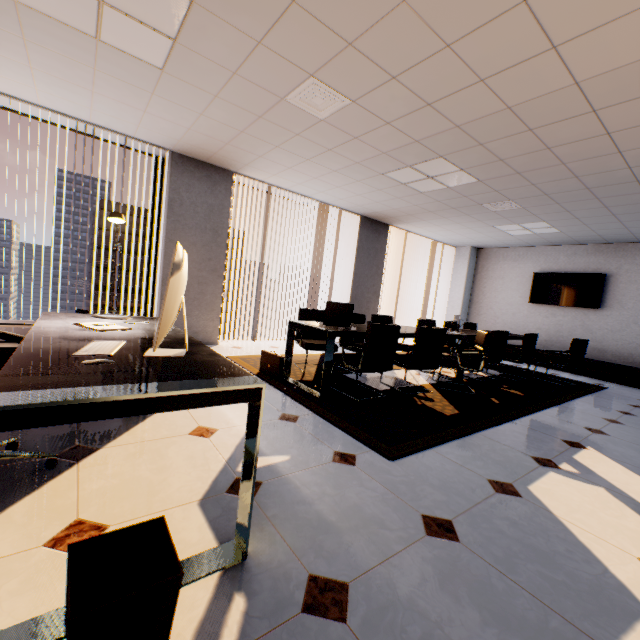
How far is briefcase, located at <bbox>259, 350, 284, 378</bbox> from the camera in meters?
4.0

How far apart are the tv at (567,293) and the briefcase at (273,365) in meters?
7.4

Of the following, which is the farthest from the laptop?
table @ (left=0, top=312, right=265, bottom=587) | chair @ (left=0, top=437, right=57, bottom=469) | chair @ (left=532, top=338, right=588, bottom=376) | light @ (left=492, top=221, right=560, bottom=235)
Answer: light @ (left=492, top=221, right=560, bottom=235)

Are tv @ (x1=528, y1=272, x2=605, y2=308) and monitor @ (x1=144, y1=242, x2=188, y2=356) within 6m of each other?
no

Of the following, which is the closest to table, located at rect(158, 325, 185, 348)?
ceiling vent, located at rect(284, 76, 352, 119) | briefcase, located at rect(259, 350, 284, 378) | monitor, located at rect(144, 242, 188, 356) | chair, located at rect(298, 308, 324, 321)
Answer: monitor, located at rect(144, 242, 188, 356)

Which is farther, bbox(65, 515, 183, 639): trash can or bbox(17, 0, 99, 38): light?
bbox(17, 0, 99, 38): light

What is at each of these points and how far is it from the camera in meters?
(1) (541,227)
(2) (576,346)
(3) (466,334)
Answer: (1) light, 6.6
(2) chair, 5.6
(3) table, 5.2

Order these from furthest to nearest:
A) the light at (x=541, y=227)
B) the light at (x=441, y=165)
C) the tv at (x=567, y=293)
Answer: the tv at (x=567, y=293) < the light at (x=541, y=227) < the light at (x=441, y=165)
